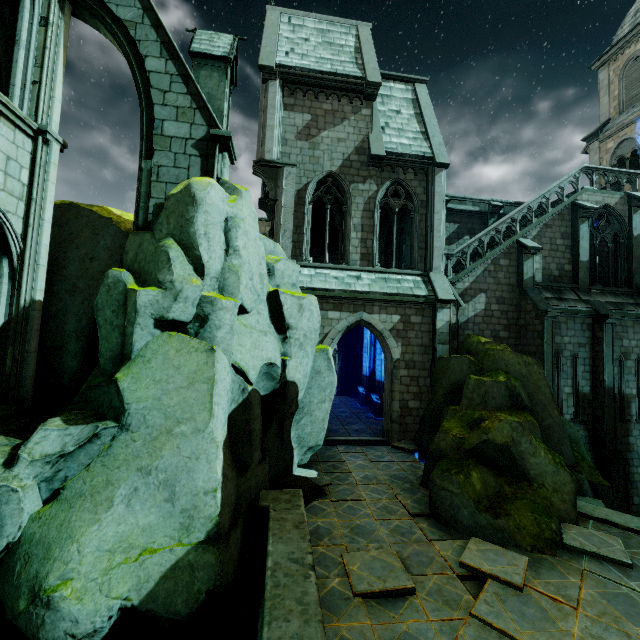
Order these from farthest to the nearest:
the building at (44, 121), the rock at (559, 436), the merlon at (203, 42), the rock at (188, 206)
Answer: the merlon at (203, 42), the building at (44, 121), the rock at (559, 436), the rock at (188, 206)

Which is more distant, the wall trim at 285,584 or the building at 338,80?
the building at 338,80

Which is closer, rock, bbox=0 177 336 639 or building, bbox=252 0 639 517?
rock, bbox=0 177 336 639

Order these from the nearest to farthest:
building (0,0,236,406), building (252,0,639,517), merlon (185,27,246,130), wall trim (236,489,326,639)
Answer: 1. wall trim (236,489,326,639)
2. building (0,0,236,406)
3. merlon (185,27,246,130)
4. building (252,0,639,517)

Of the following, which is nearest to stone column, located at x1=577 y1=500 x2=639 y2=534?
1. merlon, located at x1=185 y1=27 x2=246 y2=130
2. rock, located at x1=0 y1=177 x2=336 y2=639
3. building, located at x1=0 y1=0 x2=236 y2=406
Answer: rock, located at x1=0 y1=177 x2=336 y2=639

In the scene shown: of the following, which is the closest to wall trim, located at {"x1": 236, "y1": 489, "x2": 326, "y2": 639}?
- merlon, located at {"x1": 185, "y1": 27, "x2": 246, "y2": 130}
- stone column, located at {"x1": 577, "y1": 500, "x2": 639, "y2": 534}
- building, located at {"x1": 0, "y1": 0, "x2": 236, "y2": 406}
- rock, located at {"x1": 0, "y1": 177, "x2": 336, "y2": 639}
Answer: rock, located at {"x1": 0, "y1": 177, "x2": 336, "y2": 639}

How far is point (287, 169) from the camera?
14.1m

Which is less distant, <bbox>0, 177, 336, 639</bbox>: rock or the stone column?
<bbox>0, 177, 336, 639</bbox>: rock
